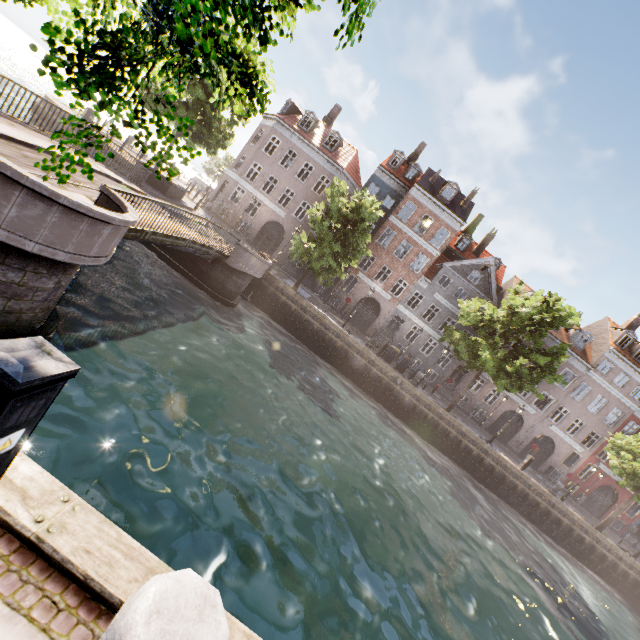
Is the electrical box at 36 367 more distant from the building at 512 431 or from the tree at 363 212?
the building at 512 431

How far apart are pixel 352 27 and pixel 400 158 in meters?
35.1 m

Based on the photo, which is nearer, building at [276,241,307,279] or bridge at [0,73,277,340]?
bridge at [0,73,277,340]

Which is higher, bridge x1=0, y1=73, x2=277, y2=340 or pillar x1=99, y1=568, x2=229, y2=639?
pillar x1=99, y1=568, x2=229, y2=639

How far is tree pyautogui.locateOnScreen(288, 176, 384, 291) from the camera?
20.8 meters

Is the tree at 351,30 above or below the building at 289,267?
above

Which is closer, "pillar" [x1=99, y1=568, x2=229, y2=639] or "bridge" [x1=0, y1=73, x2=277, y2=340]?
"pillar" [x1=99, y1=568, x2=229, y2=639]

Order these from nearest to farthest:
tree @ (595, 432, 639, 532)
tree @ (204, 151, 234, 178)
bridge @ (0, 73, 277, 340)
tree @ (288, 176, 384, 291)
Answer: bridge @ (0, 73, 277, 340)
tree @ (288, 176, 384, 291)
tree @ (595, 432, 639, 532)
tree @ (204, 151, 234, 178)
